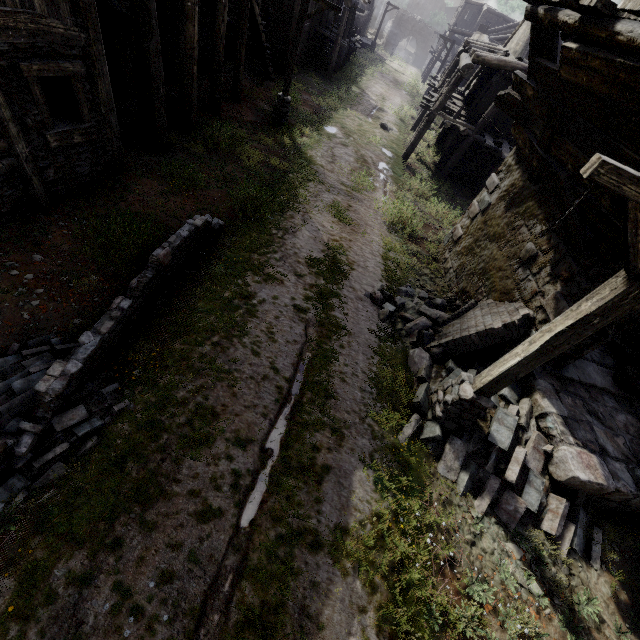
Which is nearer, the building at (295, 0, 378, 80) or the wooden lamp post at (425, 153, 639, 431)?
the wooden lamp post at (425, 153, 639, 431)

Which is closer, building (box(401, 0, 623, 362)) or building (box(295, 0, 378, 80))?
building (box(401, 0, 623, 362))

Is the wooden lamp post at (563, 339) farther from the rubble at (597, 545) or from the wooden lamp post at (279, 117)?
the wooden lamp post at (279, 117)

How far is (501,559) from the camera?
4.83m

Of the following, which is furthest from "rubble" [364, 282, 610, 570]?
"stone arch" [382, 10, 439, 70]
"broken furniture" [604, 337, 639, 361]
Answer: "stone arch" [382, 10, 439, 70]

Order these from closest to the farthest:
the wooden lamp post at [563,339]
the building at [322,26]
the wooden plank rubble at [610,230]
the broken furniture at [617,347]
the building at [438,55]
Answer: the wooden lamp post at [563,339] → the wooden plank rubble at [610,230] → the broken furniture at [617,347] → the building at [322,26] → the building at [438,55]

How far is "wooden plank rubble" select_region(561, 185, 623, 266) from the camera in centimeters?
495cm

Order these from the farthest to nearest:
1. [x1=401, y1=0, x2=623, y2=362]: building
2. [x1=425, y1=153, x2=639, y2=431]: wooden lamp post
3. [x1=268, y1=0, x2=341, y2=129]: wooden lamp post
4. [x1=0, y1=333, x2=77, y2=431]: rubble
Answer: [x1=268, y1=0, x2=341, y2=129]: wooden lamp post → [x1=401, y1=0, x2=623, y2=362]: building → [x1=0, y1=333, x2=77, y2=431]: rubble → [x1=425, y1=153, x2=639, y2=431]: wooden lamp post
